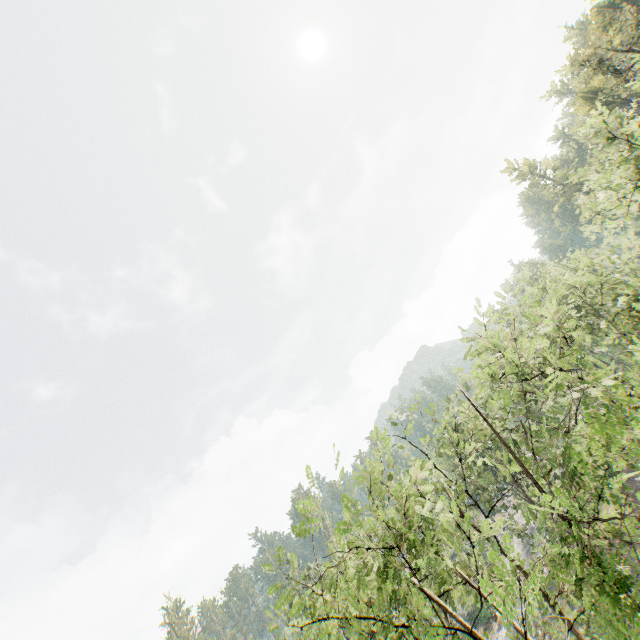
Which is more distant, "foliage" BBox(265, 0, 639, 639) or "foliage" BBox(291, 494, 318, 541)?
"foliage" BBox(291, 494, 318, 541)

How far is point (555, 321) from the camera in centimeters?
813cm

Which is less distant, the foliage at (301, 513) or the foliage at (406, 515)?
the foliage at (406, 515)

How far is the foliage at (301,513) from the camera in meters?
Answer: 6.6 m

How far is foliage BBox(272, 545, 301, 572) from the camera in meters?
6.3
